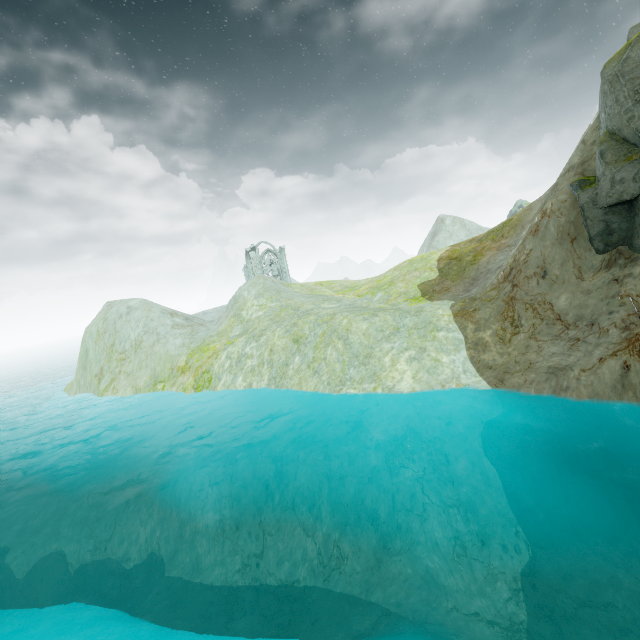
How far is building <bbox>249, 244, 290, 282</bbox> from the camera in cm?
5738

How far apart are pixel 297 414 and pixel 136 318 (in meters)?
22.70

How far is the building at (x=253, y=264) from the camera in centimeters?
5738cm

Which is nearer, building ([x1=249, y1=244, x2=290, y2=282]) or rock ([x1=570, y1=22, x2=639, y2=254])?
rock ([x1=570, y1=22, x2=639, y2=254])

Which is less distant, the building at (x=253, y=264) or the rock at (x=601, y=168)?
the rock at (x=601, y=168)
